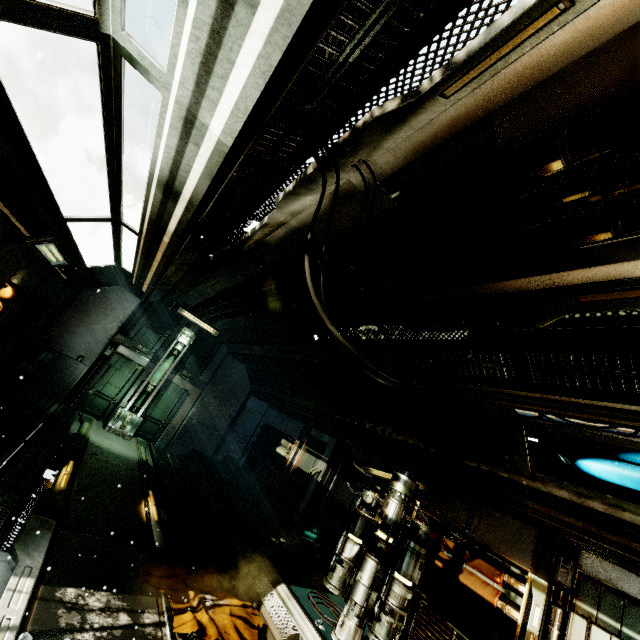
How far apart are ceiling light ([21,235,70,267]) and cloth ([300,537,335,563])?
8.4m

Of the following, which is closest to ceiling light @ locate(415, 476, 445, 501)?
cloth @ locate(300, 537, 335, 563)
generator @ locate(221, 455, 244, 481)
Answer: cloth @ locate(300, 537, 335, 563)

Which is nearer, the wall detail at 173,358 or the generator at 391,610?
the generator at 391,610

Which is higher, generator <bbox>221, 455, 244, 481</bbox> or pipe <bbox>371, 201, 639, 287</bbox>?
pipe <bbox>371, 201, 639, 287</bbox>

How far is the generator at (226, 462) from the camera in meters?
10.6 m

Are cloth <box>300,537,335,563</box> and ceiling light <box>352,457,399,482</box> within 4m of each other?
yes

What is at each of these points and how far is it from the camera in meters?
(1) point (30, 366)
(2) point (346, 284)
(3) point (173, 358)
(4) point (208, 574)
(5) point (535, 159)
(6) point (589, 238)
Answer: (1) crate, 8.8
(2) pipe, 4.8
(3) wall detail, 11.4
(4) cloth, 5.2
(5) pipe, 2.0
(6) pipe, 2.4

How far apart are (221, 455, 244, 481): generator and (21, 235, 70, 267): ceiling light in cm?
769
